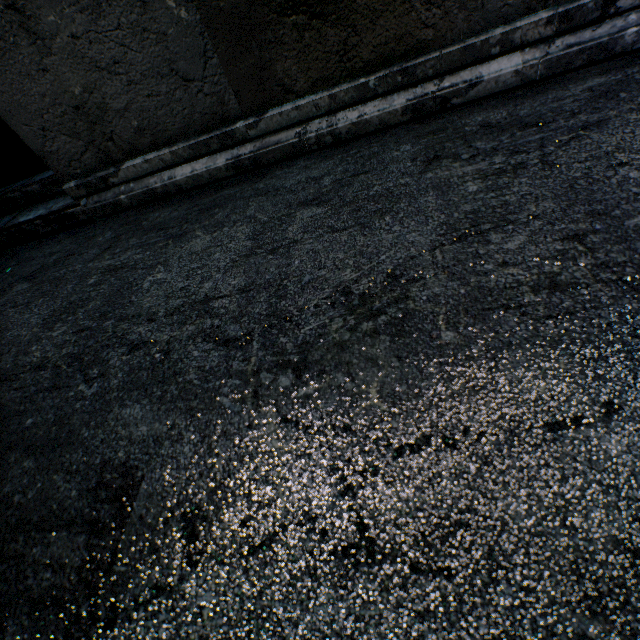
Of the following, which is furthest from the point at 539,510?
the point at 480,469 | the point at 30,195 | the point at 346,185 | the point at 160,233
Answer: the point at 30,195
